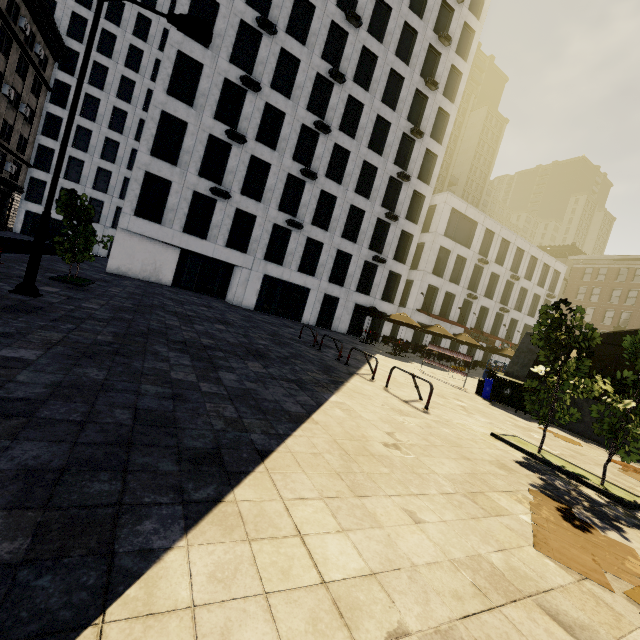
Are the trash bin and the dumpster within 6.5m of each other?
yes

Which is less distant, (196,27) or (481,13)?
(196,27)

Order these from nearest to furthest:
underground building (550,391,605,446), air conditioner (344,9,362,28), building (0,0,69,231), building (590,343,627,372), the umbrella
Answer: underground building (550,391,605,446)
the umbrella
air conditioner (344,9,362,28)
building (0,0,69,231)
building (590,343,627,372)

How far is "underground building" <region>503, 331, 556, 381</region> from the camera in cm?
1309

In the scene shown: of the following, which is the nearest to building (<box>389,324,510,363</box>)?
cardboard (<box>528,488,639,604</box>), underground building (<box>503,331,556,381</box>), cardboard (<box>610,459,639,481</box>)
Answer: underground building (<box>503,331,556,381</box>)

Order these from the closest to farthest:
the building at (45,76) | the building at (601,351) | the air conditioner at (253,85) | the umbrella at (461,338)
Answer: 1. the umbrella at (461,338)
2. the air conditioner at (253,85)
3. the building at (45,76)
4. the building at (601,351)

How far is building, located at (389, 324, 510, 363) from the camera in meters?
32.6

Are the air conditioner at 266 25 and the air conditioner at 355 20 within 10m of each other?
yes
